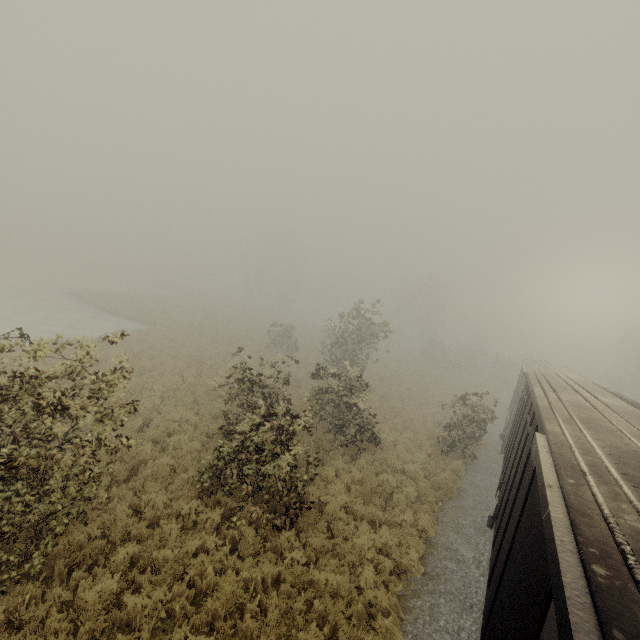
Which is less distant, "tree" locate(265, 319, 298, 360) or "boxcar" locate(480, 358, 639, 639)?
"boxcar" locate(480, 358, 639, 639)

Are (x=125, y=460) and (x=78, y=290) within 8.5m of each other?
no

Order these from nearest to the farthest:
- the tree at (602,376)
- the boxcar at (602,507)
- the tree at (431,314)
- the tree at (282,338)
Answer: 1. the boxcar at (602,507)
2. the tree at (282,338)
3. the tree at (602,376)
4. the tree at (431,314)

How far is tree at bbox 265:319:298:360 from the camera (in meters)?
29.27

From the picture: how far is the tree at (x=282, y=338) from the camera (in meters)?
29.27

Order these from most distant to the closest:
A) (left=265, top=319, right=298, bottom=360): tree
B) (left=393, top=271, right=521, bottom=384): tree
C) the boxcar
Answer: (left=393, top=271, right=521, bottom=384): tree < (left=265, top=319, right=298, bottom=360): tree < the boxcar
